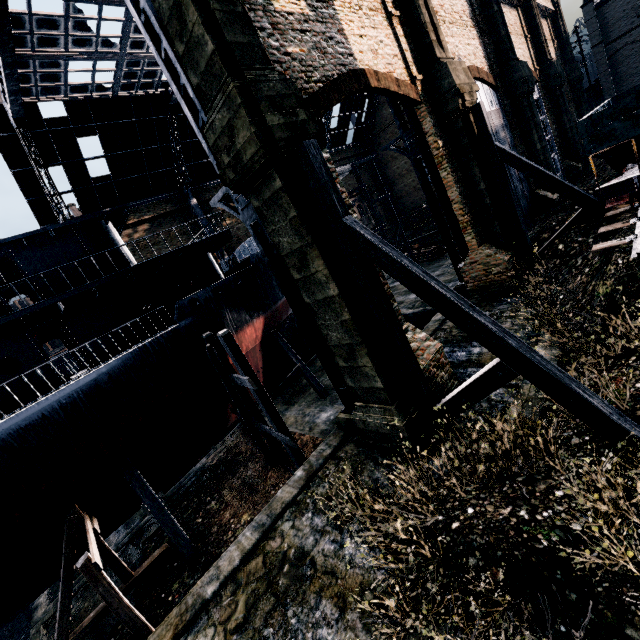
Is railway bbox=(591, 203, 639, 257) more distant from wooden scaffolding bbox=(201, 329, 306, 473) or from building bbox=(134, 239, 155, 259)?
wooden scaffolding bbox=(201, 329, 306, 473)

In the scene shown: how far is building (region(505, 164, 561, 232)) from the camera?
22.19m

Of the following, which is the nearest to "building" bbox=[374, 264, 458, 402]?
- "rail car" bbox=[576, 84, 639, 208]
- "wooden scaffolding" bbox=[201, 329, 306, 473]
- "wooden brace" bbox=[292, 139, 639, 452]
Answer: "wooden brace" bbox=[292, 139, 639, 452]

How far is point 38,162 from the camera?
25.42m

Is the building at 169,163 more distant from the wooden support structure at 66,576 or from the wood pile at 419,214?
the wooden support structure at 66,576

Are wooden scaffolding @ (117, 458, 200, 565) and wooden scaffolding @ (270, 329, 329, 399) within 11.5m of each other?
yes

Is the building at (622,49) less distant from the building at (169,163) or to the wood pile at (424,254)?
the building at (169,163)
